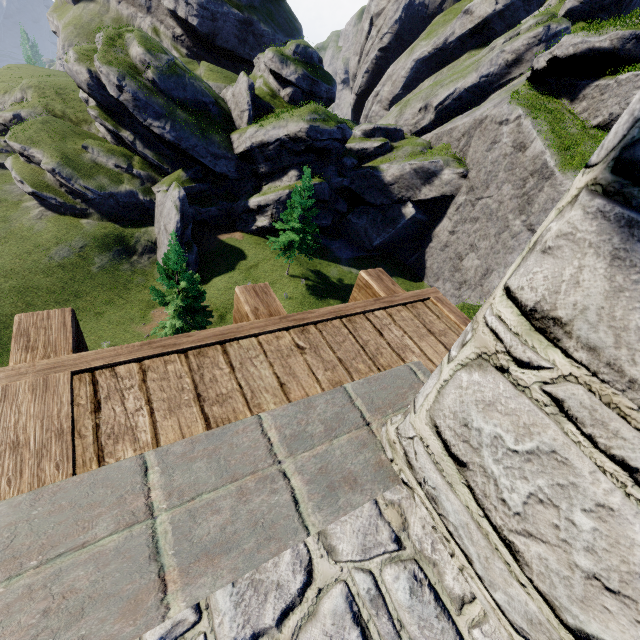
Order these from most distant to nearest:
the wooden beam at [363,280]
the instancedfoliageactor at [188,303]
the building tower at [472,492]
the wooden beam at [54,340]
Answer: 1. the instancedfoliageactor at [188,303]
2. the wooden beam at [363,280]
3. the wooden beam at [54,340]
4. the building tower at [472,492]

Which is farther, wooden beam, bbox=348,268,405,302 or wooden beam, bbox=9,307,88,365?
wooden beam, bbox=348,268,405,302

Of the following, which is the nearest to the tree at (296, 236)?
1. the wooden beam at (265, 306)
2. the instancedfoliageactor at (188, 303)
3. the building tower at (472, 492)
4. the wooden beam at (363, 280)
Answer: the instancedfoliageactor at (188, 303)

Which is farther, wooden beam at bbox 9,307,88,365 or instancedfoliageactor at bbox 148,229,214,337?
instancedfoliageactor at bbox 148,229,214,337

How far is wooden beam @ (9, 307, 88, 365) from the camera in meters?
1.8 m

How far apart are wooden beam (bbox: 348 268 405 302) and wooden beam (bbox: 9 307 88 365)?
2.3m

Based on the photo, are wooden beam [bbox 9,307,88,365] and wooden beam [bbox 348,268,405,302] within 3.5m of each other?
yes

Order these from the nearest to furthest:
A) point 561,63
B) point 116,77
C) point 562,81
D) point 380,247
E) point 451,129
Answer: point 561,63, point 562,81, point 116,77, point 451,129, point 380,247
